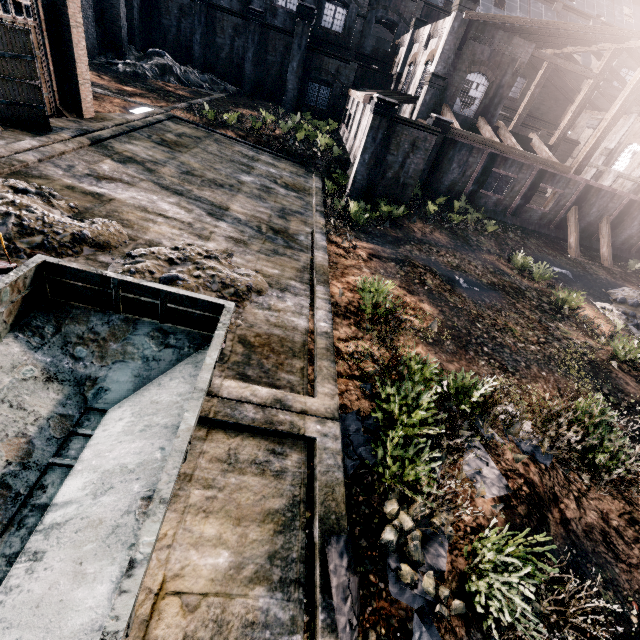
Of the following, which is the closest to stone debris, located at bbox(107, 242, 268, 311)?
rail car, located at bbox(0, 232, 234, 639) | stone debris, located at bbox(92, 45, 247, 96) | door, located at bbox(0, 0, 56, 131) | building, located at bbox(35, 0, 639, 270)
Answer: rail car, located at bbox(0, 232, 234, 639)

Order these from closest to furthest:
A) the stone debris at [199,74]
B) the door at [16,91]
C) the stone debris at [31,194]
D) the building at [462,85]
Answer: the stone debris at [31,194]
the door at [16,91]
the building at [462,85]
the stone debris at [199,74]

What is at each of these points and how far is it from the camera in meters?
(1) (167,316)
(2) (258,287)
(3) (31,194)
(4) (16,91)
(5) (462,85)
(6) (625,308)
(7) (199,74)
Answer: (1) rail car, 5.8
(2) stone debris, 10.2
(3) stone debris, 9.6
(4) door, 13.2
(5) building, 25.8
(6) stone debris, 20.5
(7) stone debris, 41.1

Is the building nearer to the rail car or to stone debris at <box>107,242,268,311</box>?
stone debris at <box>107,242,268,311</box>

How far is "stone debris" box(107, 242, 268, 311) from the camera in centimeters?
866cm

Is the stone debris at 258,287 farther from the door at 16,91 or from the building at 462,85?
the building at 462,85

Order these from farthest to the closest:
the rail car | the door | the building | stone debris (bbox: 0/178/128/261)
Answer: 1. the building
2. the door
3. stone debris (bbox: 0/178/128/261)
4. the rail car

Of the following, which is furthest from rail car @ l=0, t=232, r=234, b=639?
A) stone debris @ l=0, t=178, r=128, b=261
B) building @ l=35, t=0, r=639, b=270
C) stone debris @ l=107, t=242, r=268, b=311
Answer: building @ l=35, t=0, r=639, b=270
